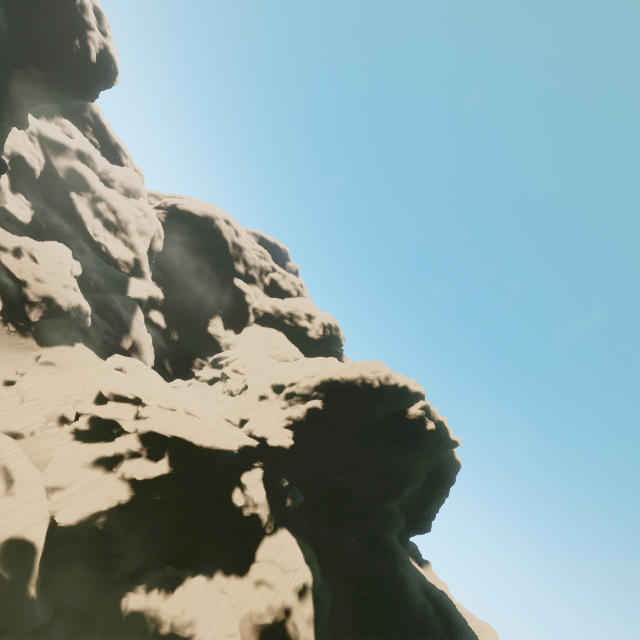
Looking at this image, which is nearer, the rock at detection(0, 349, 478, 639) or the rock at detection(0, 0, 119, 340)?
the rock at detection(0, 349, 478, 639)

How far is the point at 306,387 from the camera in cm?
4297

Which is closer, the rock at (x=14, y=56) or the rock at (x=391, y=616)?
the rock at (x=391, y=616)
